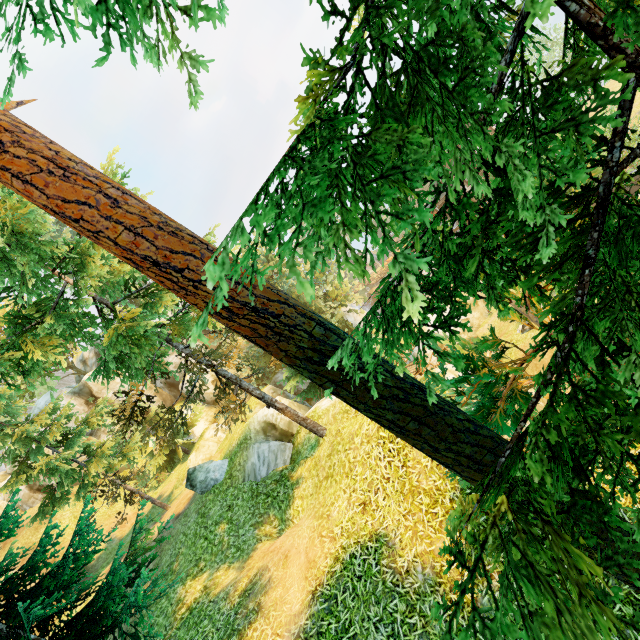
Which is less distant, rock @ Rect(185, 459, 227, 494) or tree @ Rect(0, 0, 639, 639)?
tree @ Rect(0, 0, 639, 639)

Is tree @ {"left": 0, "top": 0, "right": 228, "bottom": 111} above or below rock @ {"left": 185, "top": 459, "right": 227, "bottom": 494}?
above

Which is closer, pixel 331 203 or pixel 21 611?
pixel 331 203

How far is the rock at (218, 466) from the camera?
14.62m

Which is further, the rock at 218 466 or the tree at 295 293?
the rock at 218 466

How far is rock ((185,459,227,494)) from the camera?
14.6m
